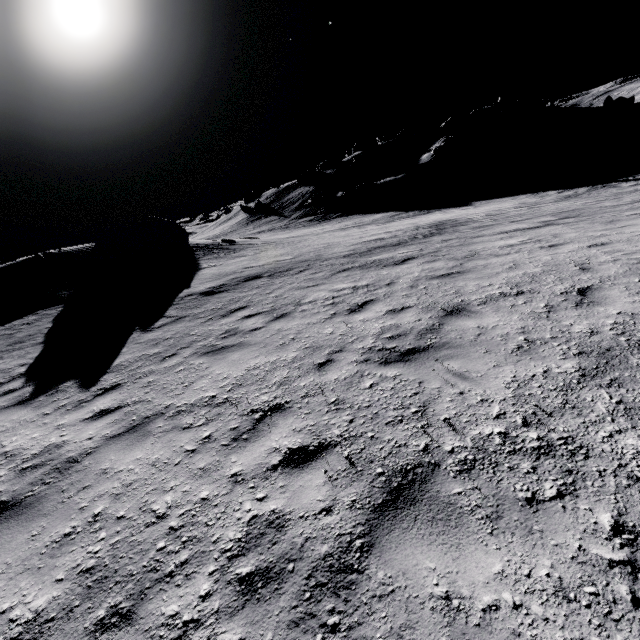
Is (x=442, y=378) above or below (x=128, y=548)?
below

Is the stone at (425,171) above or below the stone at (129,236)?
below

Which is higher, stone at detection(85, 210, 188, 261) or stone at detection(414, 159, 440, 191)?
stone at detection(85, 210, 188, 261)

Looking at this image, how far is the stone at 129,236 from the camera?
21.7m

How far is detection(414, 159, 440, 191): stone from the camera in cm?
4938

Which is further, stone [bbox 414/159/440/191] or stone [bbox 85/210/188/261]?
stone [bbox 414/159/440/191]

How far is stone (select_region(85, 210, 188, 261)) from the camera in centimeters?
2173cm
